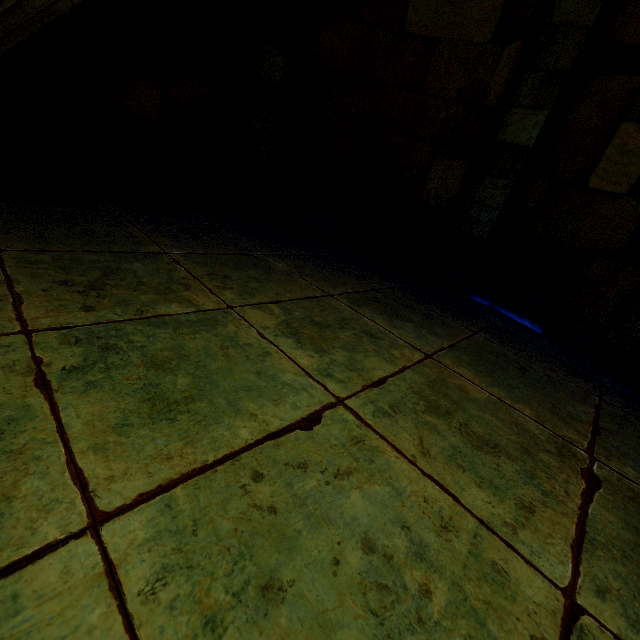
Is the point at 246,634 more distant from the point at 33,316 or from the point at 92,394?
the point at 33,316

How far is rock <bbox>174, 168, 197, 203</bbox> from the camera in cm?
492

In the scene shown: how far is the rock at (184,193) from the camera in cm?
492
